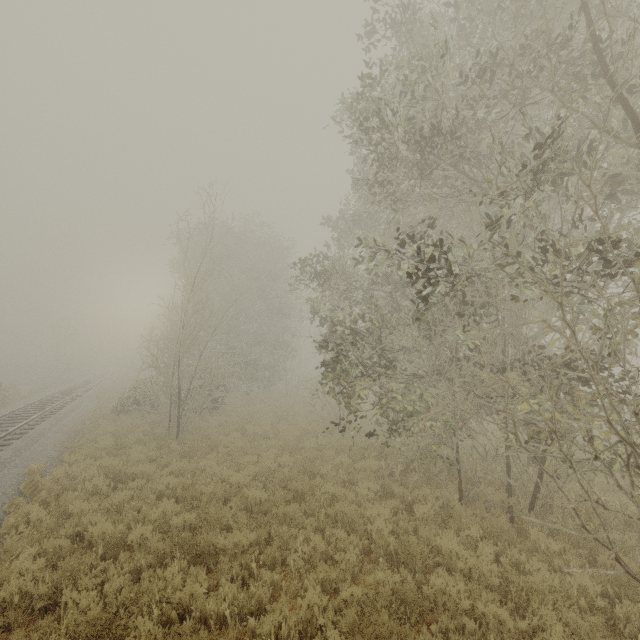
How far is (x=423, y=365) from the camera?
13.8 meters
